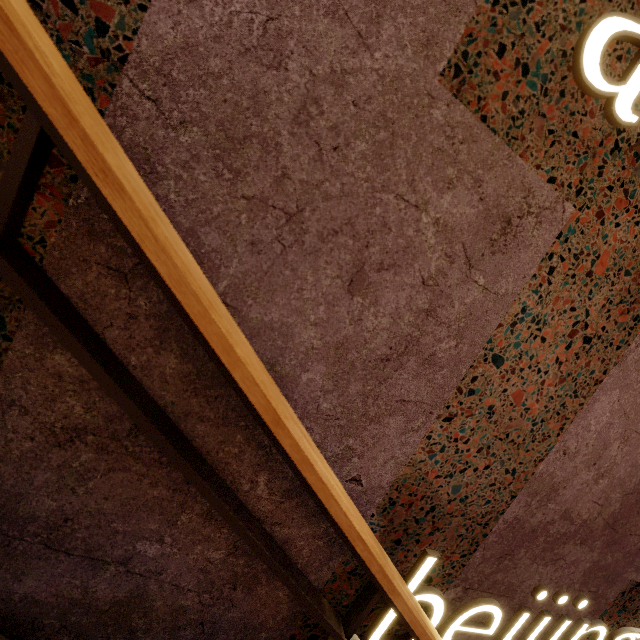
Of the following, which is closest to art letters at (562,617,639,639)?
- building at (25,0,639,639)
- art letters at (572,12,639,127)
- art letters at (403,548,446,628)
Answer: building at (25,0,639,639)

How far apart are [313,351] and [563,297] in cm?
73

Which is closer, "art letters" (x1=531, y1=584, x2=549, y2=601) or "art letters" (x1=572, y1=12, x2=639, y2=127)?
"art letters" (x1=572, y1=12, x2=639, y2=127)

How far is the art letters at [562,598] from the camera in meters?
1.4 m

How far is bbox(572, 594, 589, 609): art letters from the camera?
1.40m

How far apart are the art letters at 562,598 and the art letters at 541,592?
0.08m

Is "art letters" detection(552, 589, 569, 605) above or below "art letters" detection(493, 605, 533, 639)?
above

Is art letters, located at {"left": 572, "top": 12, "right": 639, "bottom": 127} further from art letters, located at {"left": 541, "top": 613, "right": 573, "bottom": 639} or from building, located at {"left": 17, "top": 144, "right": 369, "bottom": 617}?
art letters, located at {"left": 541, "top": 613, "right": 573, "bottom": 639}
